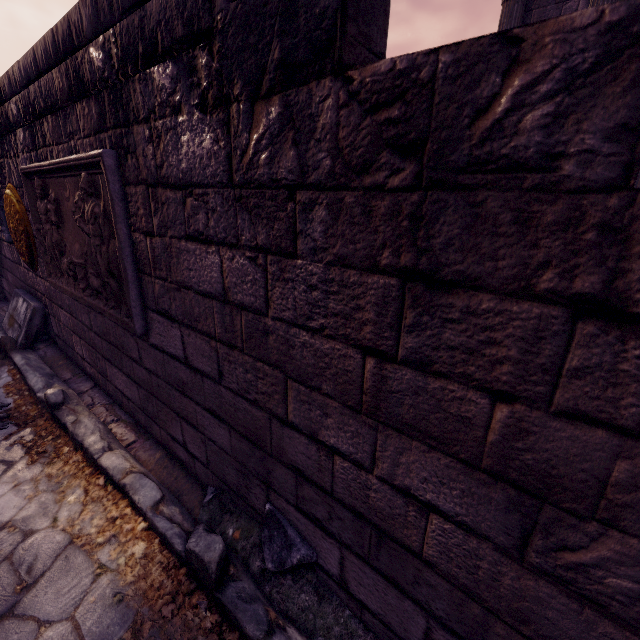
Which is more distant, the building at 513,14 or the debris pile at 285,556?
the building at 513,14

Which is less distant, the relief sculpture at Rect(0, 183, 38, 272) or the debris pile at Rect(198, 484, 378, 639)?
the debris pile at Rect(198, 484, 378, 639)

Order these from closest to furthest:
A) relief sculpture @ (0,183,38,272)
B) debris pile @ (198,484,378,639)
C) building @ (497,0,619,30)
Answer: debris pile @ (198,484,378,639), relief sculpture @ (0,183,38,272), building @ (497,0,619,30)

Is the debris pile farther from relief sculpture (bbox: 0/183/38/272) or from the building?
the building

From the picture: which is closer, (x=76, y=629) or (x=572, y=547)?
→ (x=572, y=547)

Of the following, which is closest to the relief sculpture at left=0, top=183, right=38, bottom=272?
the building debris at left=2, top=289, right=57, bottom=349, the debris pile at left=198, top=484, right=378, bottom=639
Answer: Answer: the building debris at left=2, top=289, right=57, bottom=349

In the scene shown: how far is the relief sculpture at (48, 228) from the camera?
1.9 meters

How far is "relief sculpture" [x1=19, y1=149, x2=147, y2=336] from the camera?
1.85m
